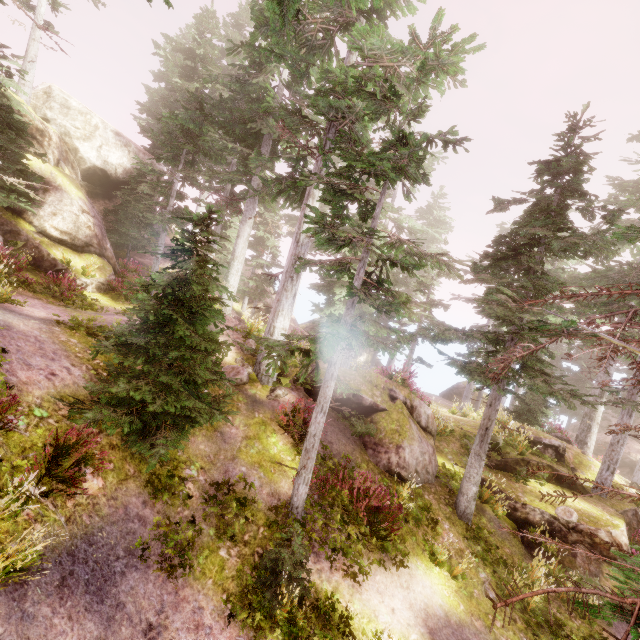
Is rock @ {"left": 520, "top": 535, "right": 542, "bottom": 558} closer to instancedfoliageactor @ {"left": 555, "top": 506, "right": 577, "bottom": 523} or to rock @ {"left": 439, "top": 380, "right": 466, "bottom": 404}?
instancedfoliageactor @ {"left": 555, "top": 506, "right": 577, "bottom": 523}

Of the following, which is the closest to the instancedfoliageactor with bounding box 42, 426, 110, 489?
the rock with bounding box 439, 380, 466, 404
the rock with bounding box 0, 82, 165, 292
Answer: the rock with bounding box 0, 82, 165, 292

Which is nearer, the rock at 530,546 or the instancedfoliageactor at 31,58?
the rock at 530,546

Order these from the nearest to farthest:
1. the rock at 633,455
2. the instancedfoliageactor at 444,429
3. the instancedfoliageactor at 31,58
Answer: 1. the instancedfoliageactor at 31,58
2. the instancedfoliageactor at 444,429
3. the rock at 633,455

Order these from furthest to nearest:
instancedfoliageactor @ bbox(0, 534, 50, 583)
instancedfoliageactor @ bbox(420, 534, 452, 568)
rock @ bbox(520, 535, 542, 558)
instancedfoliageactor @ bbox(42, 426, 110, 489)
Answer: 1. rock @ bbox(520, 535, 542, 558)
2. instancedfoliageactor @ bbox(420, 534, 452, 568)
3. instancedfoliageactor @ bbox(42, 426, 110, 489)
4. instancedfoliageactor @ bbox(0, 534, 50, 583)

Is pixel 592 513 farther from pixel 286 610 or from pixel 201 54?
pixel 201 54

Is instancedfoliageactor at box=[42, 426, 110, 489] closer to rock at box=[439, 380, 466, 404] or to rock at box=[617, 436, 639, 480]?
rock at box=[617, 436, 639, 480]

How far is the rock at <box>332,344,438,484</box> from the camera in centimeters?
1095cm
